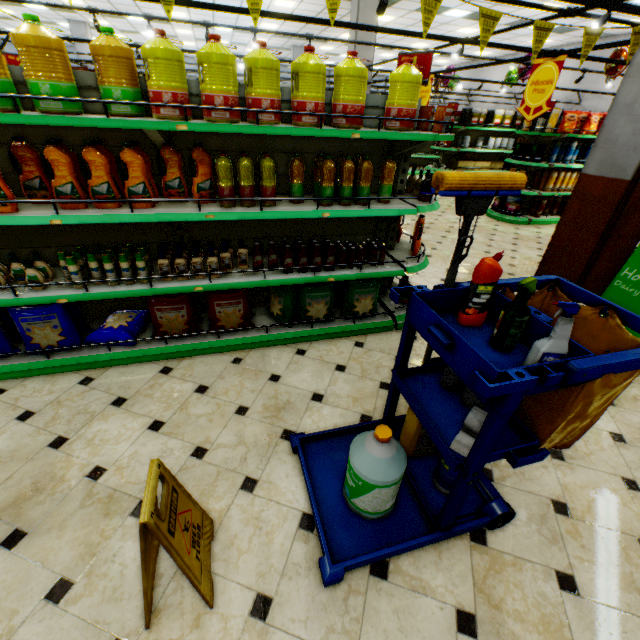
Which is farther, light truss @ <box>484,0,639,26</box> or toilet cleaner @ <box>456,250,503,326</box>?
light truss @ <box>484,0,639,26</box>

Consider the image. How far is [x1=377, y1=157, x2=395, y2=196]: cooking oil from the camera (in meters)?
2.83

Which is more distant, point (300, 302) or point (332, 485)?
point (300, 302)

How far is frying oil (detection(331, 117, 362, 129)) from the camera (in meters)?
2.49

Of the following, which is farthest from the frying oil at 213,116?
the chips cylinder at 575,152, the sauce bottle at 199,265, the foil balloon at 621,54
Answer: the foil balloon at 621,54

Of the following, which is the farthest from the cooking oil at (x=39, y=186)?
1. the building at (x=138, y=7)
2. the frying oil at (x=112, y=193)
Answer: the building at (x=138, y=7)

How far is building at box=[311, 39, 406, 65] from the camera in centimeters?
1002cm

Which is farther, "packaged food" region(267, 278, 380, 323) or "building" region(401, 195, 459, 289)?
"building" region(401, 195, 459, 289)
